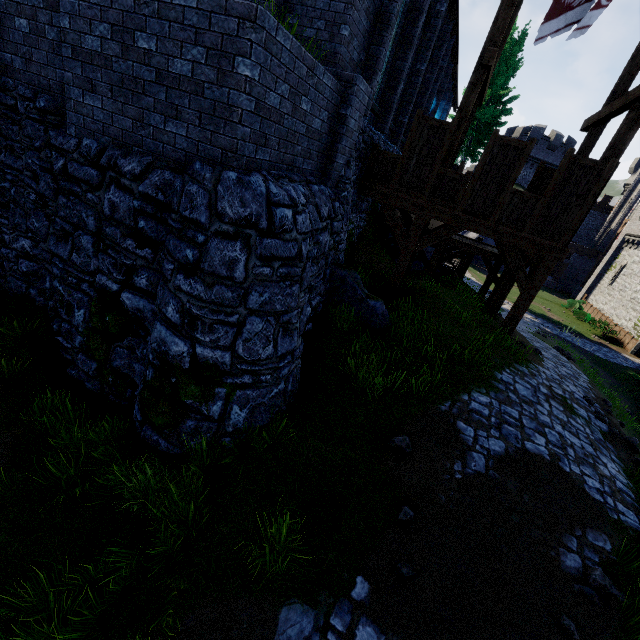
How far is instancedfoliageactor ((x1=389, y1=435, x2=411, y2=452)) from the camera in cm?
541

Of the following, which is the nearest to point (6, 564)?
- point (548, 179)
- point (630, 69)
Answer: point (548, 179)

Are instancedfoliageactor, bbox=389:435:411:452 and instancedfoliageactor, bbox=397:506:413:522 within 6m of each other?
yes

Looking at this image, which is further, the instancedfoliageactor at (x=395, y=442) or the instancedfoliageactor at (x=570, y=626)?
the instancedfoliageactor at (x=395, y=442)

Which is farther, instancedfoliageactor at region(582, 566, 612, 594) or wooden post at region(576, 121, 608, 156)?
wooden post at region(576, 121, 608, 156)

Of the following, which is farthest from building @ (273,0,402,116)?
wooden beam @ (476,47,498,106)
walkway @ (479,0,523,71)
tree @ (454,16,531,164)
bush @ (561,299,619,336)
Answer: bush @ (561,299,619,336)

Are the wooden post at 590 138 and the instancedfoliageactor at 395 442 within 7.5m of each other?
no

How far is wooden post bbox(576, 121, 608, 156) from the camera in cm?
993
